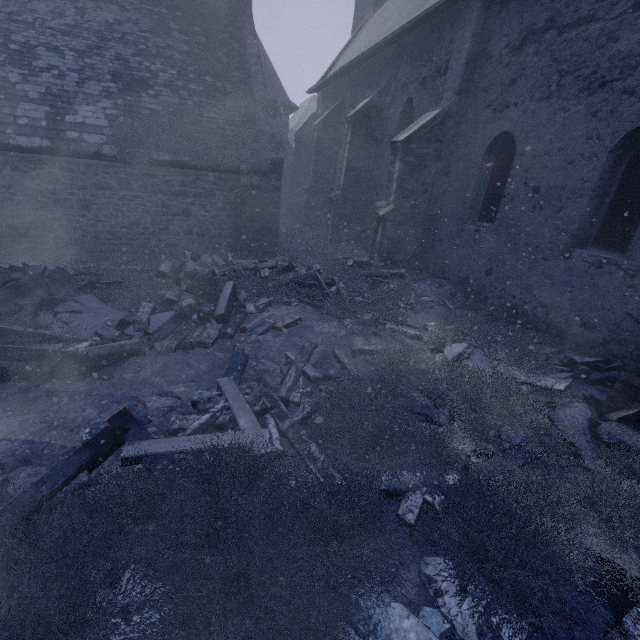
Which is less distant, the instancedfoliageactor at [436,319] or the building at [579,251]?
the instancedfoliageactor at [436,319]

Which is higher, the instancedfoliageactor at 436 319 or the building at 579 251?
the building at 579 251

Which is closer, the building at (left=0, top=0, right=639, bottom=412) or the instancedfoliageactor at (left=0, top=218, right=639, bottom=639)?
the instancedfoliageactor at (left=0, top=218, right=639, bottom=639)

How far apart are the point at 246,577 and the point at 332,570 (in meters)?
0.68

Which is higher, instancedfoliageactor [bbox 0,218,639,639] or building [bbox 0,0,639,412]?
building [bbox 0,0,639,412]
